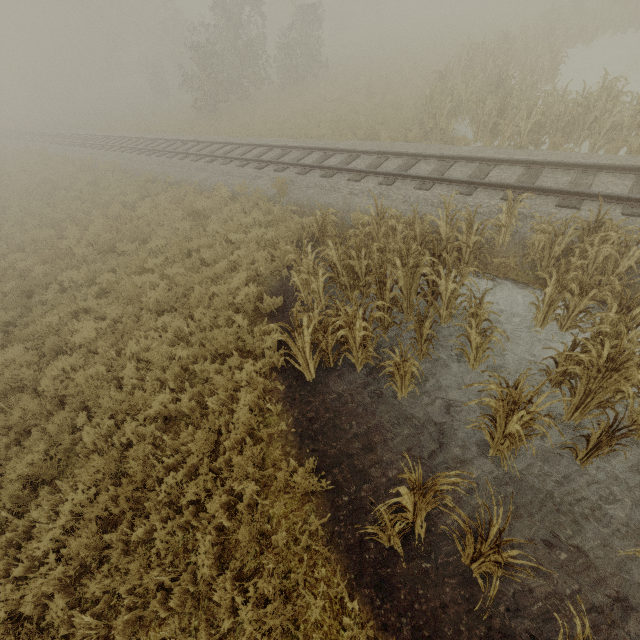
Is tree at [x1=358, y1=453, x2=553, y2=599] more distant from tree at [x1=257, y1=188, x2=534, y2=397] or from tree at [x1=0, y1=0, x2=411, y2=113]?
tree at [x1=0, y1=0, x2=411, y2=113]

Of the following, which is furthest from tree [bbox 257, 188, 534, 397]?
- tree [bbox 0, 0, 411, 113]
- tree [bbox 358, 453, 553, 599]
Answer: tree [bbox 0, 0, 411, 113]

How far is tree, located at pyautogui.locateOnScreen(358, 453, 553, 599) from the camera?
3.0m

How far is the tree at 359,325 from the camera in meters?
5.4 m

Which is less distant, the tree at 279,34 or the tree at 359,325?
the tree at 359,325

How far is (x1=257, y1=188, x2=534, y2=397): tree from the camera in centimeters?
536cm

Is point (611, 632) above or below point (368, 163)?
below
